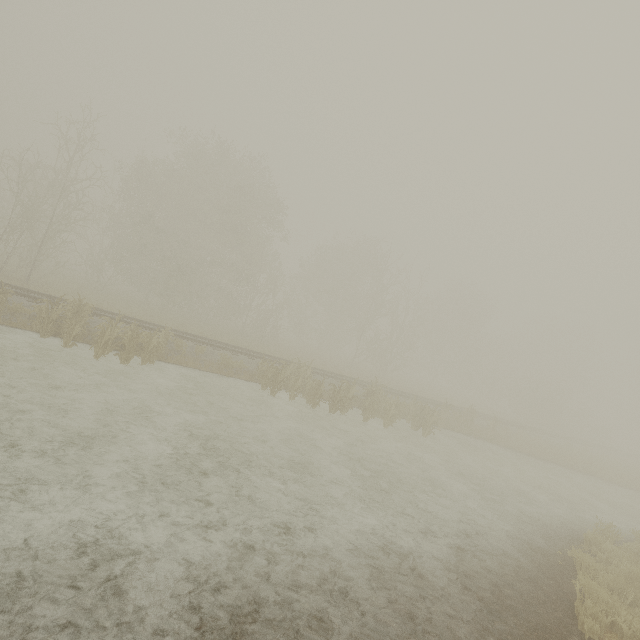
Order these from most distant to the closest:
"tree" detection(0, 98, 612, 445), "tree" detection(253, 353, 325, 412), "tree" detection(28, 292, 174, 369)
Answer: "tree" detection(0, 98, 612, 445) < "tree" detection(253, 353, 325, 412) < "tree" detection(28, 292, 174, 369)

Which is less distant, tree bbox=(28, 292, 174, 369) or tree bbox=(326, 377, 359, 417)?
tree bbox=(28, 292, 174, 369)

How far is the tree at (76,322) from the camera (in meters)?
11.61

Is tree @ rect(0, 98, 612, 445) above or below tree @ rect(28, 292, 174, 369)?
above

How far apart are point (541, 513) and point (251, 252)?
29.29m

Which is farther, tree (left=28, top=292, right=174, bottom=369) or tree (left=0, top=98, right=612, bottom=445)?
tree (left=0, top=98, right=612, bottom=445)
